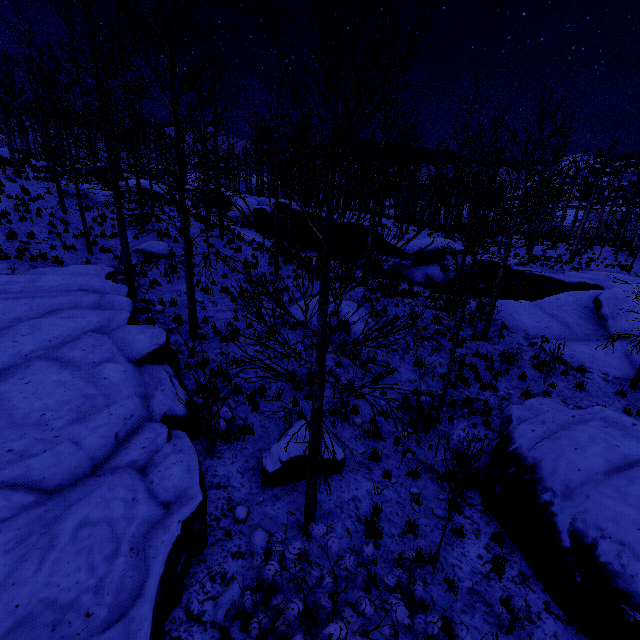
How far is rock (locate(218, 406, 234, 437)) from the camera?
7.59m

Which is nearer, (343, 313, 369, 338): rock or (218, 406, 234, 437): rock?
(218, 406, 234, 437): rock

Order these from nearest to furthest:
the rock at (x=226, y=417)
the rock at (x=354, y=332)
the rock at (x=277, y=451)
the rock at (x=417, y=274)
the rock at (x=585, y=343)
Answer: the rock at (x=277, y=451), the rock at (x=226, y=417), the rock at (x=585, y=343), the rock at (x=354, y=332), the rock at (x=417, y=274)

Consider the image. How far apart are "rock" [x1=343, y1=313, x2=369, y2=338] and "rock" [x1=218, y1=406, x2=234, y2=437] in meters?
5.8

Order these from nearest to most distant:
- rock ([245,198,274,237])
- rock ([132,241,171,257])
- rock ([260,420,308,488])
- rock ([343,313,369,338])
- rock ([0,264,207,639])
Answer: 1. rock ([0,264,207,639])
2. rock ([260,420,308,488])
3. rock ([343,313,369,338])
4. rock ([132,241,171,257])
5. rock ([245,198,274,237])

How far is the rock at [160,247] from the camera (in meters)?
17.22

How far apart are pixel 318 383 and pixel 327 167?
2.8 meters

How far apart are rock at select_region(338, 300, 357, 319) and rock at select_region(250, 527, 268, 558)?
8.48m
